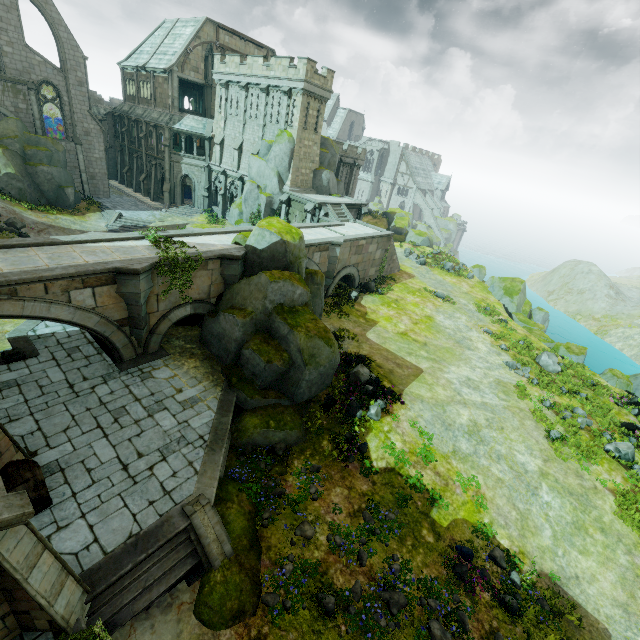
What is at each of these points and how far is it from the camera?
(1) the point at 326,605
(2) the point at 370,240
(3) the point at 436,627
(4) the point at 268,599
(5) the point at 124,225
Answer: (1) flower, 9.39m
(2) bridge arch, 28.05m
(3) plant, 9.55m
(4) plant, 9.35m
(5) stair, 33.81m

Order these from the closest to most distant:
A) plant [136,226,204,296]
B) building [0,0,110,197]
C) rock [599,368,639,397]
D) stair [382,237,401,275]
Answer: plant [136,226,204,296]
rock [599,368,639,397]
building [0,0,110,197]
stair [382,237,401,275]

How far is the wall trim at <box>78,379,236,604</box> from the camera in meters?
8.4

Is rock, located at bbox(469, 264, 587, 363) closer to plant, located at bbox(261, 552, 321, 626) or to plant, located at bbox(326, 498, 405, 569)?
plant, located at bbox(326, 498, 405, 569)

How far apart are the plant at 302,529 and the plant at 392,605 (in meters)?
2.73

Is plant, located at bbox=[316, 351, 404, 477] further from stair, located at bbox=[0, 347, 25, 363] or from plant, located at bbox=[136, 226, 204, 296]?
stair, located at bbox=[0, 347, 25, 363]

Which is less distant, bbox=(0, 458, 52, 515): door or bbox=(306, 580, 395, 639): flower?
bbox=(0, 458, 52, 515): door

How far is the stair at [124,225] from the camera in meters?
33.0 m
